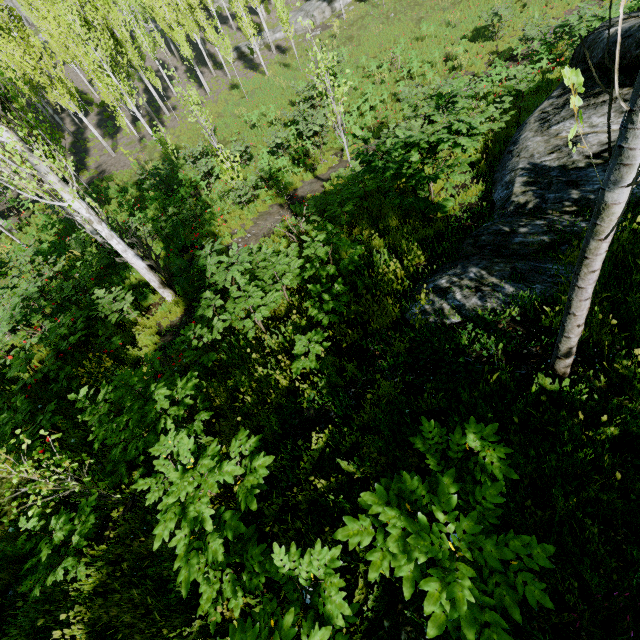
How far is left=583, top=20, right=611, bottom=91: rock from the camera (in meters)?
6.34

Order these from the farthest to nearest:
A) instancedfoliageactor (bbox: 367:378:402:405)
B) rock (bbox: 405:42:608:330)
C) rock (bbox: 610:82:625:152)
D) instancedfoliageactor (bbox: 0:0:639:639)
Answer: rock (bbox: 610:82:625:152)
rock (bbox: 405:42:608:330)
instancedfoliageactor (bbox: 367:378:402:405)
instancedfoliageactor (bbox: 0:0:639:639)

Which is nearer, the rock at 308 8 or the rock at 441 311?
the rock at 441 311

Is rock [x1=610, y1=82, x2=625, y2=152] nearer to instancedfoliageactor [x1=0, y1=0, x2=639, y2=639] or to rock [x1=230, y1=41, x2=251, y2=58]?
instancedfoliageactor [x1=0, y1=0, x2=639, y2=639]

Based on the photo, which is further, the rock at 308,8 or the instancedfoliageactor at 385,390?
the rock at 308,8

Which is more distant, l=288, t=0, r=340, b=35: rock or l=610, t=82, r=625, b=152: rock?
l=288, t=0, r=340, b=35: rock

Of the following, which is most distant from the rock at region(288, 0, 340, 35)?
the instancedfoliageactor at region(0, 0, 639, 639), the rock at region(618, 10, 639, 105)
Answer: the rock at region(618, 10, 639, 105)

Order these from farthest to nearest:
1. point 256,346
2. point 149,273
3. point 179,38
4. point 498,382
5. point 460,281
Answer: point 179,38 → point 149,273 → point 256,346 → point 460,281 → point 498,382
